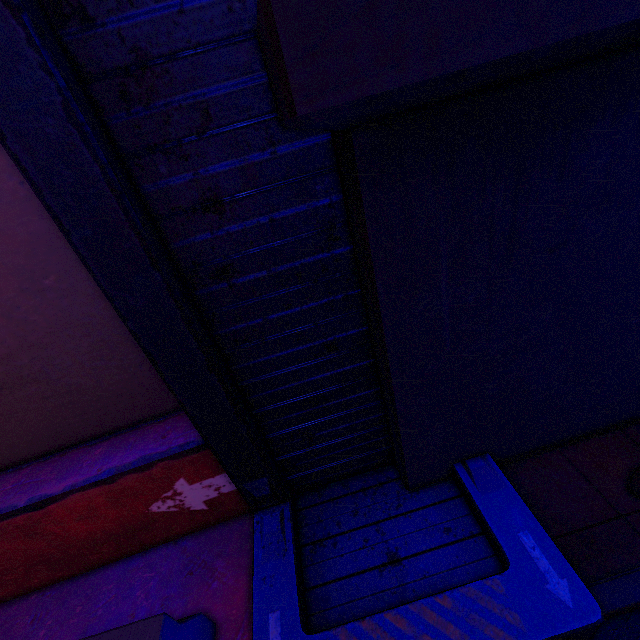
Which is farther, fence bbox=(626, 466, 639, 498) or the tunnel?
fence bbox=(626, 466, 639, 498)

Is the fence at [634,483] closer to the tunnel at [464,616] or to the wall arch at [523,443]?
the wall arch at [523,443]

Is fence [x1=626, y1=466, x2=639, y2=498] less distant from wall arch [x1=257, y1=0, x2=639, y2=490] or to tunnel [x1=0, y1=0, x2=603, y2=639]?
wall arch [x1=257, y1=0, x2=639, y2=490]

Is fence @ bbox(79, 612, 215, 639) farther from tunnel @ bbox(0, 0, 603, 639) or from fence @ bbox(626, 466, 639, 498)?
fence @ bbox(626, 466, 639, 498)

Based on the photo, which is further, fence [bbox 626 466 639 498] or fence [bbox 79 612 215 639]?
fence [bbox 626 466 639 498]

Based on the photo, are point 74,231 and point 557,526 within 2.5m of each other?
no

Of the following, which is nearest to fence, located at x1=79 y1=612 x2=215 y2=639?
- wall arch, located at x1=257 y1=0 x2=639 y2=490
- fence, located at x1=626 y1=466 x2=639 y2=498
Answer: wall arch, located at x1=257 y1=0 x2=639 y2=490

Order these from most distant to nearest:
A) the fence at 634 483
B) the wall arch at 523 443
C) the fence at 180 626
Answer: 1. the fence at 634 483
2. the fence at 180 626
3. the wall arch at 523 443
